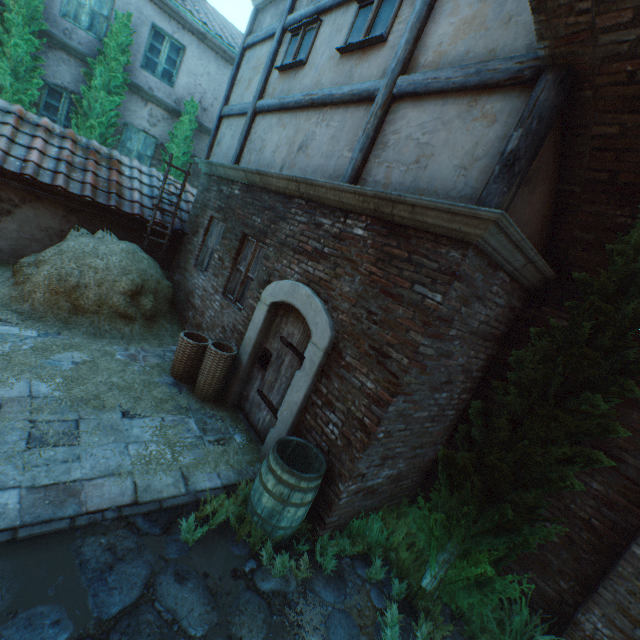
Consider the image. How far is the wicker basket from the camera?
5.1 meters

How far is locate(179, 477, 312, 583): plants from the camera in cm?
317

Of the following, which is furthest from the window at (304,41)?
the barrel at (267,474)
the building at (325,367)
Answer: the barrel at (267,474)

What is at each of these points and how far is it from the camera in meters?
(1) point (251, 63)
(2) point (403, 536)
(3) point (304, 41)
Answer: (1) building, 7.6
(2) plants, 4.2
(3) window, 5.9

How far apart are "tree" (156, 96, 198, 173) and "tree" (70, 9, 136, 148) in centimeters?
134cm

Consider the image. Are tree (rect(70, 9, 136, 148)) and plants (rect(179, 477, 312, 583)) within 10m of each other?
no

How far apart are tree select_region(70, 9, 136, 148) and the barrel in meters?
10.4 m

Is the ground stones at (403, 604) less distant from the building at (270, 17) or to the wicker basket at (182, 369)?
the building at (270, 17)
